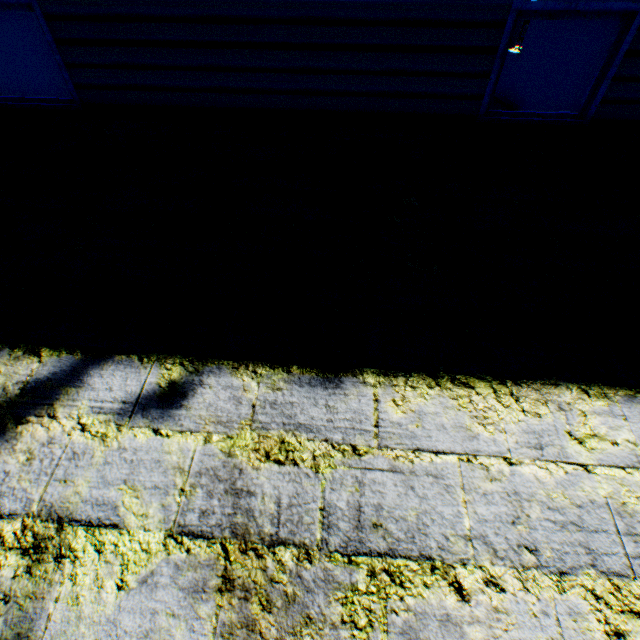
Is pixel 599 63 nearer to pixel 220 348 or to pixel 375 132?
pixel 375 132
